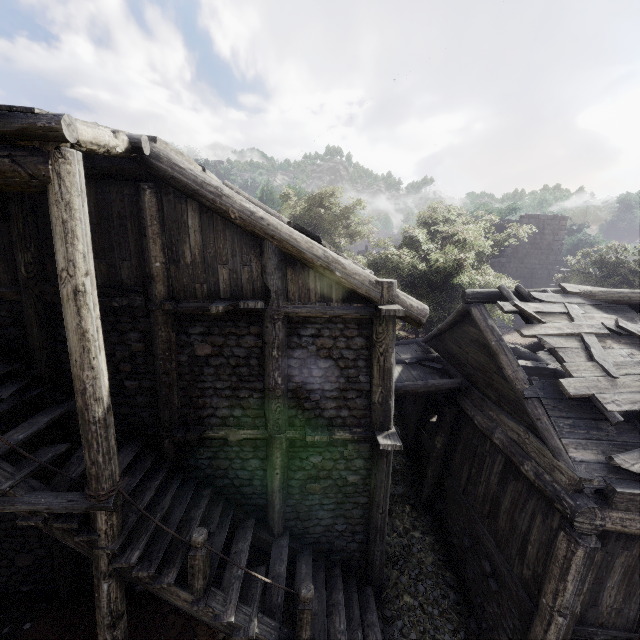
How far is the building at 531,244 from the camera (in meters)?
27.03

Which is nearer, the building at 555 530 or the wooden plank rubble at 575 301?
the building at 555 530

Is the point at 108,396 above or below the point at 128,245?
below

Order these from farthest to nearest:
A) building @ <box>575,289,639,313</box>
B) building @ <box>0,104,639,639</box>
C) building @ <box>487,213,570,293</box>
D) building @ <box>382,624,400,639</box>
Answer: building @ <box>487,213,570,293</box> < building @ <box>575,289,639,313</box> < building @ <box>382,624,400,639</box> < building @ <box>0,104,639,639</box>

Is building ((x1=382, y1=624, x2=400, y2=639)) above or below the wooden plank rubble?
below

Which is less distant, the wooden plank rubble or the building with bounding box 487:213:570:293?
the wooden plank rubble

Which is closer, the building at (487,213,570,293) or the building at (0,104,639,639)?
the building at (0,104,639,639)

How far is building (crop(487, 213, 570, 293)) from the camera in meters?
27.0 m
